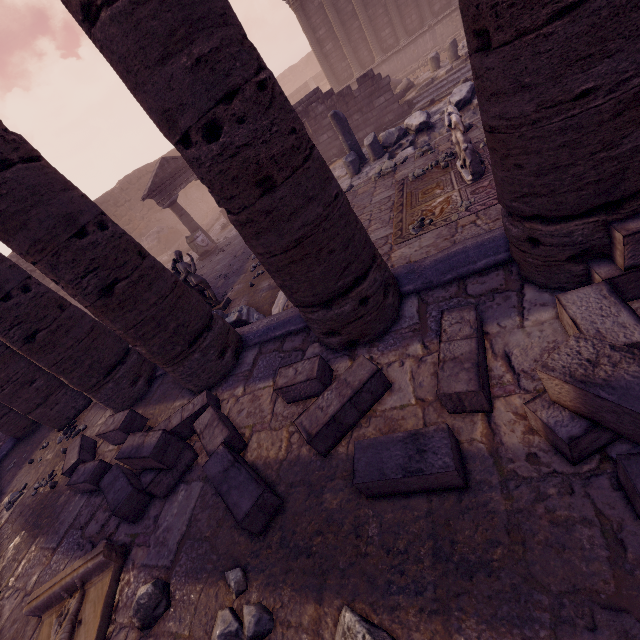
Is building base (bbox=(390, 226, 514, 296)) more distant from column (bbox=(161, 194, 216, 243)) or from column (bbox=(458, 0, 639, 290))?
column (bbox=(161, 194, 216, 243))

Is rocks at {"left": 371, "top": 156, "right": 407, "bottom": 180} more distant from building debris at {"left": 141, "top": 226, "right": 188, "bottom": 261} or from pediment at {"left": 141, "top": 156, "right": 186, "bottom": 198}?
building debris at {"left": 141, "top": 226, "right": 188, "bottom": 261}

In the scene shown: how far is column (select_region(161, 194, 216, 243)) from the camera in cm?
1410

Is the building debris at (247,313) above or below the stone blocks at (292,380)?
below

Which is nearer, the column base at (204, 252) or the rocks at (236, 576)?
the rocks at (236, 576)

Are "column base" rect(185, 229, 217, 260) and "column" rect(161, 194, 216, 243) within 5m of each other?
yes

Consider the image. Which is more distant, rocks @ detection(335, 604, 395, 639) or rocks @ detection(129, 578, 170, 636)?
rocks @ detection(129, 578, 170, 636)

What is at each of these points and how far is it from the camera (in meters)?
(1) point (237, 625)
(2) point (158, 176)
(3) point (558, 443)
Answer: (1) rocks, 2.08
(2) pediment, 14.23
(3) stone blocks, 1.77
